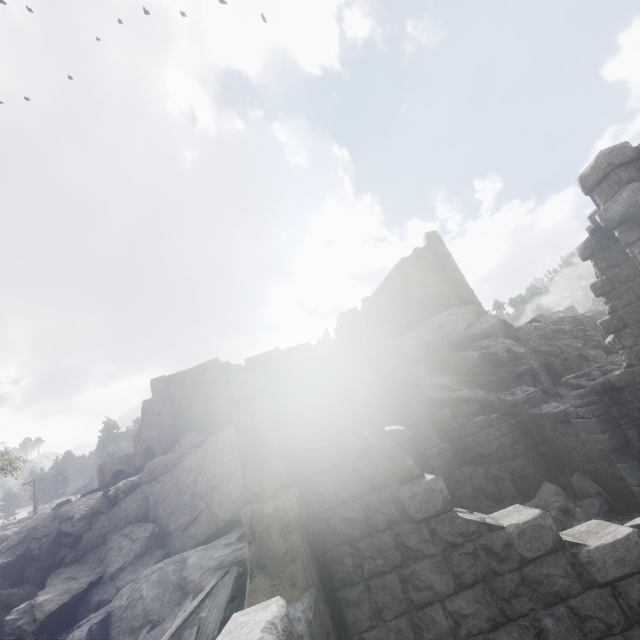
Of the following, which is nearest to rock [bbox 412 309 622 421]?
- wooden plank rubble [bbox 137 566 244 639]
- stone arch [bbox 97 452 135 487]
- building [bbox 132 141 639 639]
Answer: building [bbox 132 141 639 639]

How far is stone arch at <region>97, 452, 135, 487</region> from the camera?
40.50m

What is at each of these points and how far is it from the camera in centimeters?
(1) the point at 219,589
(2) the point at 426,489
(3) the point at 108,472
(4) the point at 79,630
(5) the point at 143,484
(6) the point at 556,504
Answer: (1) wooden plank rubble, 972cm
(2) building, 462cm
(3) stone arch, 4088cm
(4) building, 1145cm
(5) rock, 2228cm
(6) rubble, 1050cm

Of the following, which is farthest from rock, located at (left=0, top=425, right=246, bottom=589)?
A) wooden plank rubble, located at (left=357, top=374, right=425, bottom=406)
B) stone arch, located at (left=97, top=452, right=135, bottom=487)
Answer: stone arch, located at (left=97, top=452, right=135, bottom=487)

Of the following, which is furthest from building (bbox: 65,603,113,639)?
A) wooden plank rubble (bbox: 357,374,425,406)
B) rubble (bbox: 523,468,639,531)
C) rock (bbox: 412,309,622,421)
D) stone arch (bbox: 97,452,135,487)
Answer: stone arch (bbox: 97,452,135,487)

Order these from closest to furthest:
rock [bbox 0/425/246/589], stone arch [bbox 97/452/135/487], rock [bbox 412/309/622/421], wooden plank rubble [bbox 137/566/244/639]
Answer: wooden plank rubble [bbox 137/566/244/639], rock [bbox 412/309/622/421], rock [bbox 0/425/246/589], stone arch [bbox 97/452/135/487]

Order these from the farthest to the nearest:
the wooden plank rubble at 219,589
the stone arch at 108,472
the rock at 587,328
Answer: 1. the stone arch at 108,472
2. the rock at 587,328
3. the wooden plank rubble at 219,589

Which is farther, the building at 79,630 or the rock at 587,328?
the rock at 587,328
